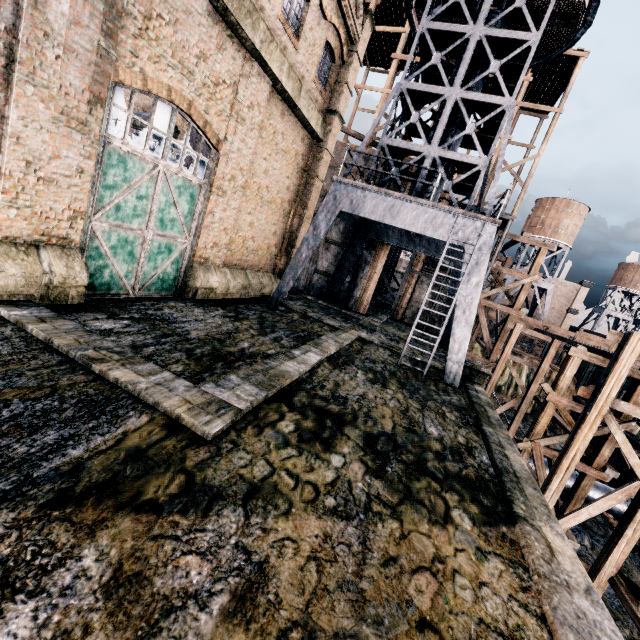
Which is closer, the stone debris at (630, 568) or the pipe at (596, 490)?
the stone debris at (630, 568)

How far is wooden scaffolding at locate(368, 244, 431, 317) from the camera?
27.8 meters

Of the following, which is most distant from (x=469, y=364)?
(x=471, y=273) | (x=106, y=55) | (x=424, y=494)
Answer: (x=106, y=55)

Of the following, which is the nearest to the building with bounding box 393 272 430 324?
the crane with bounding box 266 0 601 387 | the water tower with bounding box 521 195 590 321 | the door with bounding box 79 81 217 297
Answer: the door with bounding box 79 81 217 297

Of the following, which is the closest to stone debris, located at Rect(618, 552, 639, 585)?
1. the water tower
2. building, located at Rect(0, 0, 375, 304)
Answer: building, located at Rect(0, 0, 375, 304)

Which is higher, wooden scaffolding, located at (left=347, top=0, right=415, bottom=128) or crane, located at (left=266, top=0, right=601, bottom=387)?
wooden scaffolding, located at (left=347, top=0, right=415, bottom=128)

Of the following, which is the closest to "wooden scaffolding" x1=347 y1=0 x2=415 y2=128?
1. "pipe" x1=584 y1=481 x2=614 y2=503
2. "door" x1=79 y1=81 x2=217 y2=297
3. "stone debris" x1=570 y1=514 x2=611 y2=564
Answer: "stone debris" x1=570 y1=514 x2=611 y2=564

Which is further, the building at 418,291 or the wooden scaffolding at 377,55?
the building at 418,291
